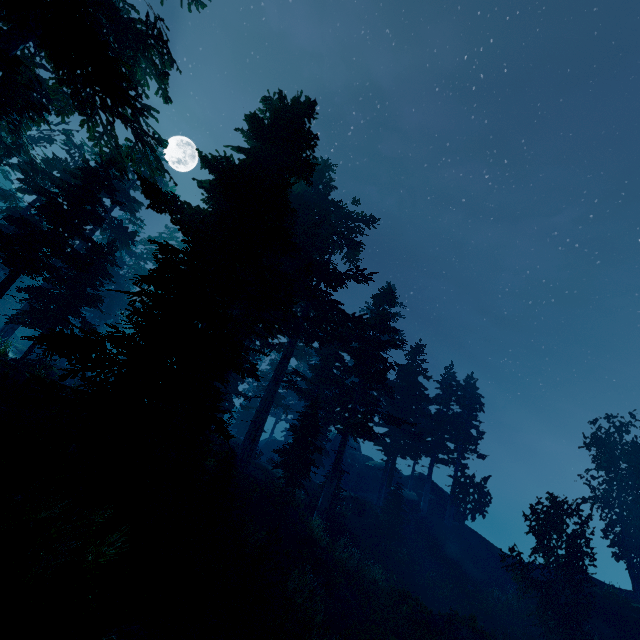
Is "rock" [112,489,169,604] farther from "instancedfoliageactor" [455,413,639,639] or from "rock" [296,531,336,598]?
"rock" [296,531,336,598]

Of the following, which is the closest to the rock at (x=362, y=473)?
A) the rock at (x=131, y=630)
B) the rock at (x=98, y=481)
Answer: the rock at (x=98, y=481)

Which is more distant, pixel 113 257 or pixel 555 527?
pixel 113 257

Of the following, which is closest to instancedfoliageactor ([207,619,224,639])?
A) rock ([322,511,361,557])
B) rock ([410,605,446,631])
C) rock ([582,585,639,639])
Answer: rock ([582,585,639,639])

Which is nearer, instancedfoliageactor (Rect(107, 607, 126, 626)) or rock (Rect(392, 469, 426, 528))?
instancedfoliageactor (Rect(107, 607, 126, 626))

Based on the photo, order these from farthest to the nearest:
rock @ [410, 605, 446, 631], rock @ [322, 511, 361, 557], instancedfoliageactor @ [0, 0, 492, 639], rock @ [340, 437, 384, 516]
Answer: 1. rock @ [340, 437, 384, 516]
2. rock @ [322, 511, 361, 557]
3. rock @ [410, 605, 446, 631]
4. instancedfoliageactor @ [0, 0, 492, 639]

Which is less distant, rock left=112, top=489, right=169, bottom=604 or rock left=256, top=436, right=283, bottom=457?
rock left=112, top=489, right=169, bottom=604

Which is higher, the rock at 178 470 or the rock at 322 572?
the rock at 178 470
